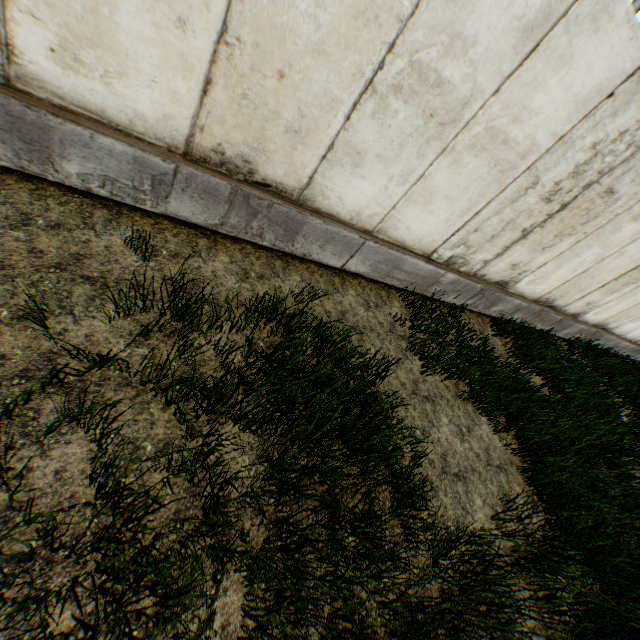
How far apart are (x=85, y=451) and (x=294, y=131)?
3.1m
